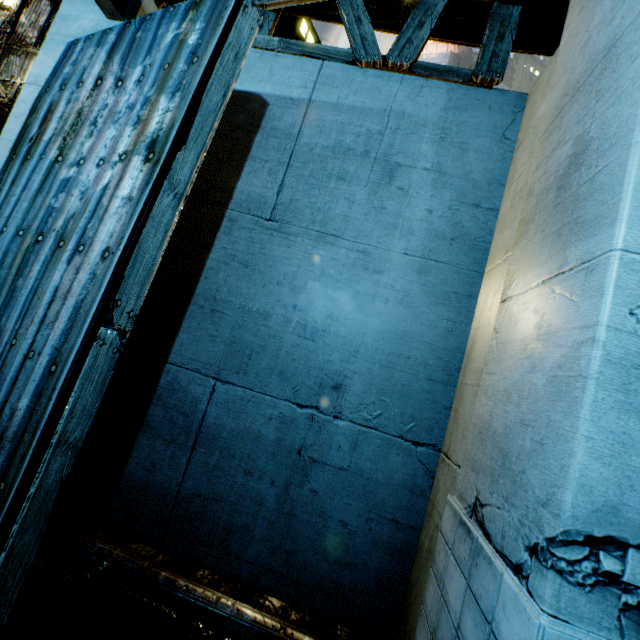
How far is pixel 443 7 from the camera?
4.01m
